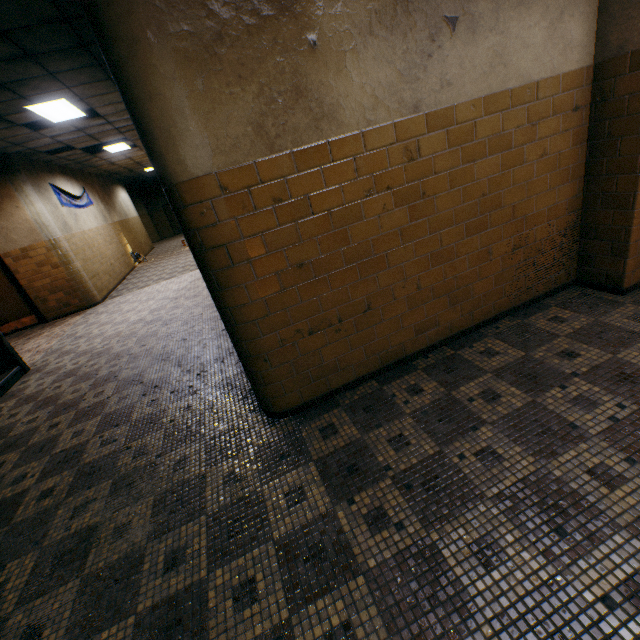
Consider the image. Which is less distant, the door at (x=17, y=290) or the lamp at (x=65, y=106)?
the lamp at (x=65, y=106)

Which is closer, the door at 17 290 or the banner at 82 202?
the door at 17 290

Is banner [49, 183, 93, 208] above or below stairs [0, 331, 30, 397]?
above

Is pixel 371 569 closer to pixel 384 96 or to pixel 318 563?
pixel 318 563

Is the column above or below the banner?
below

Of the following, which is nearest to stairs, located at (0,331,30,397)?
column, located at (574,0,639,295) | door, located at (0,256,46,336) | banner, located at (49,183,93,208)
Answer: door, located at (0,256,46,336)

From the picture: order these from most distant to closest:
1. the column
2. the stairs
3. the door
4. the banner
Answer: the banner, the door, the stairs, the column

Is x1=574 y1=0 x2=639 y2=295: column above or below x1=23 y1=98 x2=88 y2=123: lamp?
below
